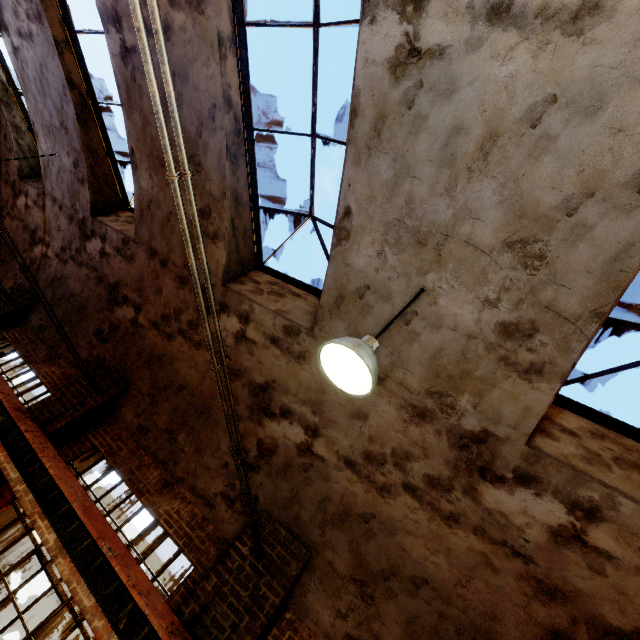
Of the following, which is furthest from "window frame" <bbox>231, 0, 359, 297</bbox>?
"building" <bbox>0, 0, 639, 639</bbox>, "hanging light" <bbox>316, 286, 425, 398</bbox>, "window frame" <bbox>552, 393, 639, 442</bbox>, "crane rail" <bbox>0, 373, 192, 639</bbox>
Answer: "crane rail" <bbox>0, 373, 192, 639</bbox>

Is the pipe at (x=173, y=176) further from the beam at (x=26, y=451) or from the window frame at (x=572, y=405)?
the window frame at (x=572, y=405)

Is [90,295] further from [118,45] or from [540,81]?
[540,81]

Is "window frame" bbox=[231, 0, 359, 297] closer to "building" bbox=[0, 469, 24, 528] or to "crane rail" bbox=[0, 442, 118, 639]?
"building" bbox=[0, 469, 24, 528]

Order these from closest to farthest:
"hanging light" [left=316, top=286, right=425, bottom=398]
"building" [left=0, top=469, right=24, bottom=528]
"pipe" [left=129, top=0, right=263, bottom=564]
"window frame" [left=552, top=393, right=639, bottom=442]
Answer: "pipe" [left=129, top=0, right=263, bottom=564]
"hanging light" [left=316, top=286, right=425, bottom=398]
"window frame" [left=552, top=393, right=639, bottom=442]
"building" [left=0, top=469, right=24, bottom=528]

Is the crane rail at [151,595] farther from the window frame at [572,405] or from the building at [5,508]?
the window frame at [572,405]

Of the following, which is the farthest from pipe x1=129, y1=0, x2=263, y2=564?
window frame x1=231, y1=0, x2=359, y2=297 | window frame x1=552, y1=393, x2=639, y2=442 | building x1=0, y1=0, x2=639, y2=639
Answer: window frame x1=552, y1=393, x2=639, y2=442

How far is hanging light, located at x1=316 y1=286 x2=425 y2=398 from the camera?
2.5 meters
